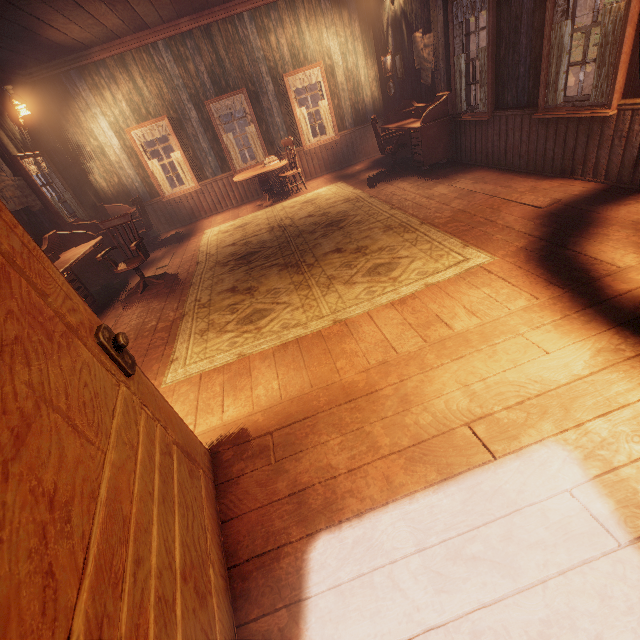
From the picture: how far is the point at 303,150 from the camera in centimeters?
868cm

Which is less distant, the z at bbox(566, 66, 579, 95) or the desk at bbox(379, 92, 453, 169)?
the desk at bbox(379, 92, 453, 169)

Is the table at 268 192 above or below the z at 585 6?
below

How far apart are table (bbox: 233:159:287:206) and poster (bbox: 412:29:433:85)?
3.8m

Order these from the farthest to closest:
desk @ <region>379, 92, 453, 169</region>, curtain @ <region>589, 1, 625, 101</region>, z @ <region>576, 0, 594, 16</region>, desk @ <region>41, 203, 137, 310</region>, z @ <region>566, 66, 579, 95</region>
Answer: z @ <region>576, 0, 594, 16</region>
z @ <region>566, 66, 579, 95</region>
desk @ <region>379, 92, 453, 169</region>
desk @ <region>41, 203, 137, 310</region>
curtain @ <region>589, 1, 625, 101</region>

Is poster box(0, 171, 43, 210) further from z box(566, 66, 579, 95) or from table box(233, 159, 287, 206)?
z box(566, 66, 579, 95)

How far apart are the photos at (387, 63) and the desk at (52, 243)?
7.4m

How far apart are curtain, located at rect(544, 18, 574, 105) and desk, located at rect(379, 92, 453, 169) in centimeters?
209cm
